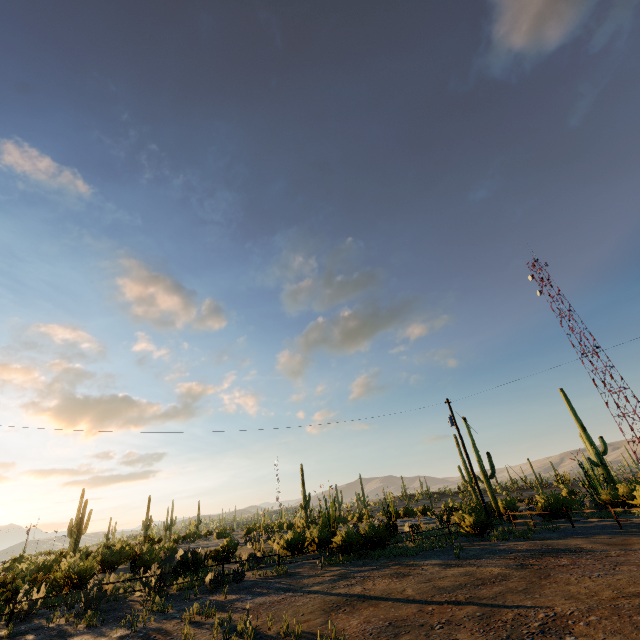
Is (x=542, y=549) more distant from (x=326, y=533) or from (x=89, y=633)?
(x=89, y=633)
